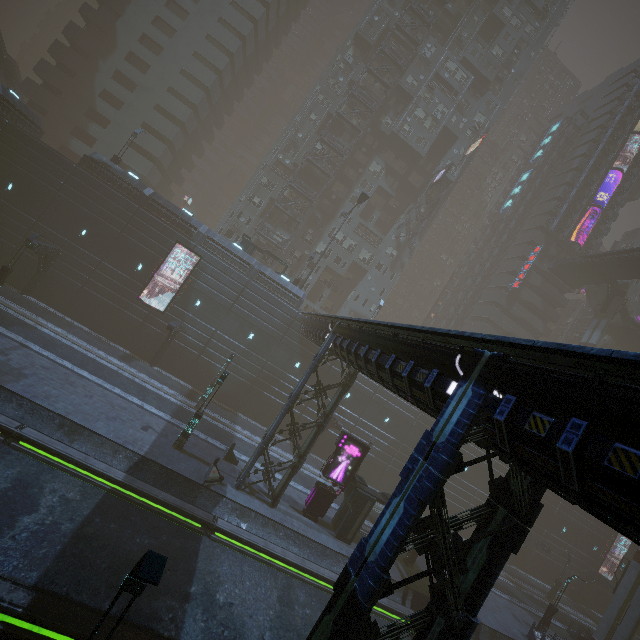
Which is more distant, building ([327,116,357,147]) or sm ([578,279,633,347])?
building ([327,116,357,147])

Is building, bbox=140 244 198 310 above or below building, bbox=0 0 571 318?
below

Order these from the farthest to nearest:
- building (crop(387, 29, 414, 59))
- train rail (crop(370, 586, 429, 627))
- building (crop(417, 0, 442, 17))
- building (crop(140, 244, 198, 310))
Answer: building (crop(417, 0, 442, 17))
building (crop(387, 29, 414, 59))
building (crop(140, 244, 198, 310))
train rail (crop(370, 586, 429, 627))

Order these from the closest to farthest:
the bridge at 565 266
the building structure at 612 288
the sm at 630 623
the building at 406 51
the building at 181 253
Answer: the sm at 630 623, the building at 181 253, the bridge at 565 266, the building structure at 612 288, the building at 406 51

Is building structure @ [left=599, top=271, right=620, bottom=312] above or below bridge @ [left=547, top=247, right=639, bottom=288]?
below

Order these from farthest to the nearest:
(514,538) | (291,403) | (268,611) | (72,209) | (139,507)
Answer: (72,209)
(291,403)
(139,507)
(268,611)
(514,538)

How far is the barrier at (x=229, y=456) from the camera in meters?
22.0

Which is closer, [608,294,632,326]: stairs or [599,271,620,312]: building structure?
[599,271,620,312]: building structure
